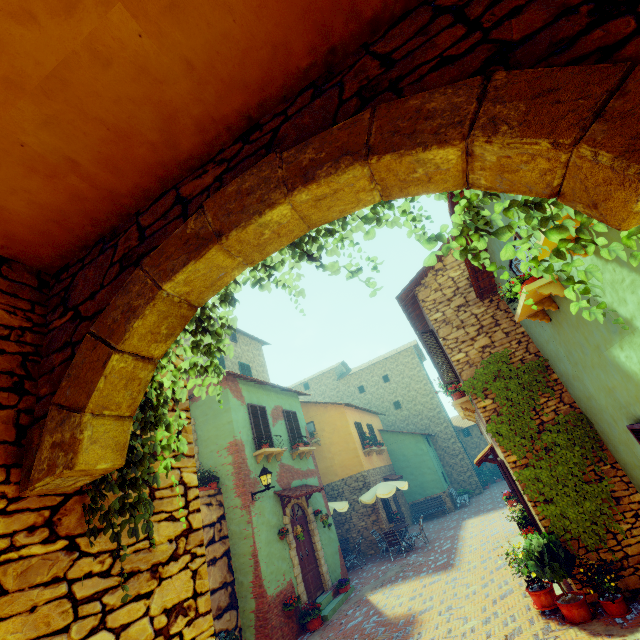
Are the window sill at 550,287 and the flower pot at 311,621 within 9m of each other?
no

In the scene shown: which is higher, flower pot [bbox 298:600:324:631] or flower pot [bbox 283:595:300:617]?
flower pot [bbox 283:595:300:617]

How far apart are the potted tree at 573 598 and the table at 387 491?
8.72m

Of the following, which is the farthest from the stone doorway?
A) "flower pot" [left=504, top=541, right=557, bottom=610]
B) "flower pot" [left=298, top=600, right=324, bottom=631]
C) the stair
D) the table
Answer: the table

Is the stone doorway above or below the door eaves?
above

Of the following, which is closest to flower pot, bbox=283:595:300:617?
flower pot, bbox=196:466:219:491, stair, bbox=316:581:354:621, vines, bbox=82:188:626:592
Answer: stair, bbox=316:581:354:621

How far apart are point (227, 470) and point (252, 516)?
1.6m

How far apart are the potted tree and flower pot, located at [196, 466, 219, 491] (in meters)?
8.01
